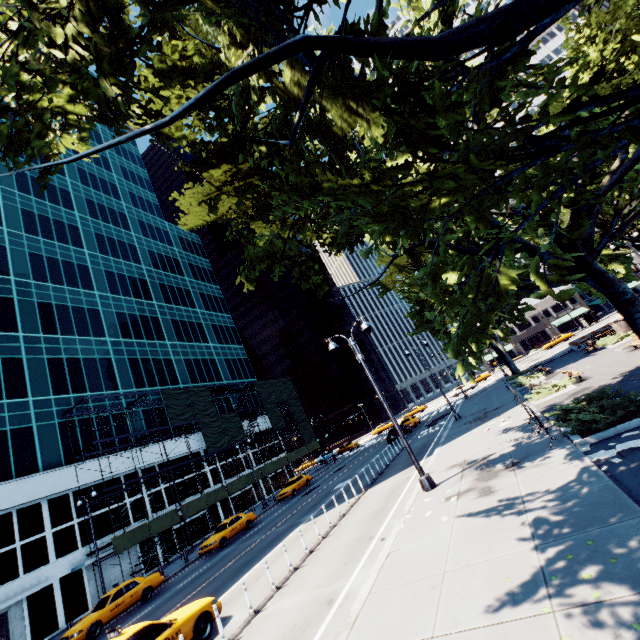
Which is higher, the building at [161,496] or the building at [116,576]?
the building at [161,496]

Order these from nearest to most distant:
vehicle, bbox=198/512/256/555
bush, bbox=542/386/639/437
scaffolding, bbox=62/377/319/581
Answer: bush, bbox=542/386/639/437
vehicle, bbox=198/512/256/555
scaffolding, bbox=62/377/319/581

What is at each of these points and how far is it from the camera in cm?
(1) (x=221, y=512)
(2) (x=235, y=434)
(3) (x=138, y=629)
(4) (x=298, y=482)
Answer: (1) building, 3725
(2) scaffolding, 4012
(3) vehicle, 870
(4) vehicle, 3488

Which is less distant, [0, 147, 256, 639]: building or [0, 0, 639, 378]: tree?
[0, 0, 639, 378]: tree

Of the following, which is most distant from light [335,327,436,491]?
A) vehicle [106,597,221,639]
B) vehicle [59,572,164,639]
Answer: vehicle [59,572,164,639]

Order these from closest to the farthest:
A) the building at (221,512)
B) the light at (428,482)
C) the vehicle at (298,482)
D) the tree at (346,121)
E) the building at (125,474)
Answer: the tree at (346,121)
the light at (428,482)
the building at (125,474)
the vehicle at (298,482)
the building at (221,512)

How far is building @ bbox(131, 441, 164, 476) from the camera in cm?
3250

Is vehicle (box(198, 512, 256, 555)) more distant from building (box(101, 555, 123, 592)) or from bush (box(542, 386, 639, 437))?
bush (box(542, 386, 639, 437))
